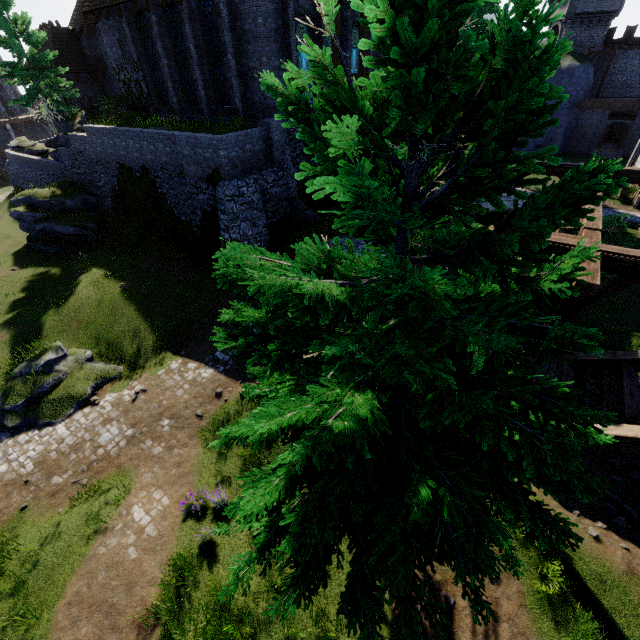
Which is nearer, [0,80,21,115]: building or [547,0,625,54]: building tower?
[547,0,625,54]: building tower

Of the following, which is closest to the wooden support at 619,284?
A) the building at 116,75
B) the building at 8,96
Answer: the building at 116,75

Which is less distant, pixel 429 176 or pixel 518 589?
pixel 429 176

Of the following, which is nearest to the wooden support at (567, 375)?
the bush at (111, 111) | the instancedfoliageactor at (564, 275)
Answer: the instancedfoliageactor at (564, 275)

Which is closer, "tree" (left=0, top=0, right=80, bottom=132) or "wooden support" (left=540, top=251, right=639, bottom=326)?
"wooden support" (left=540, top=251, right=639, bottom=326)

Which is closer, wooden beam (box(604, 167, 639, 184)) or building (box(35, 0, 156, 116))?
wooden beam (box(604, 167, 639, 184))

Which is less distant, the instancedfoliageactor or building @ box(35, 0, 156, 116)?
the instancedfoliageactor

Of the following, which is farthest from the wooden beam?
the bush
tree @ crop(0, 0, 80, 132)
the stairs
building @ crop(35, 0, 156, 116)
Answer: tree @ crop(0, 0, 80, 132)
